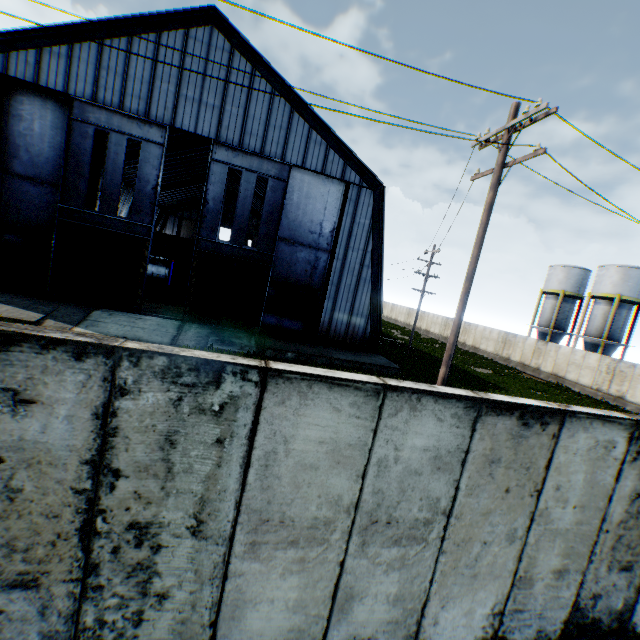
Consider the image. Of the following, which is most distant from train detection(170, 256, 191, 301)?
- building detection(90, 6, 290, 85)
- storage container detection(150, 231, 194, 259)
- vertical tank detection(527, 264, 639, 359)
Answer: vertical tank detection(527, 264, 639, 359)

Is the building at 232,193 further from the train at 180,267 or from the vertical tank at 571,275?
the vertical tank at 571,275

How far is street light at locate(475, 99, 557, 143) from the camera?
7.0m

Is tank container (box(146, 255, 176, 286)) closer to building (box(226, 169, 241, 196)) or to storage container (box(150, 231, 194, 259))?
building (box(226, 169, 241, 196))

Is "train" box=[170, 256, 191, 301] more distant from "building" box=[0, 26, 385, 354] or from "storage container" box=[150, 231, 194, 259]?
"storage container" box=[150, 231, 194, 259]

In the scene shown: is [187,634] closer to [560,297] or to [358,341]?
[358,341]

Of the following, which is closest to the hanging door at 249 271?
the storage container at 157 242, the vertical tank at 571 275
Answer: the storage container at 157 242

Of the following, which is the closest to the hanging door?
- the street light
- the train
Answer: the train
